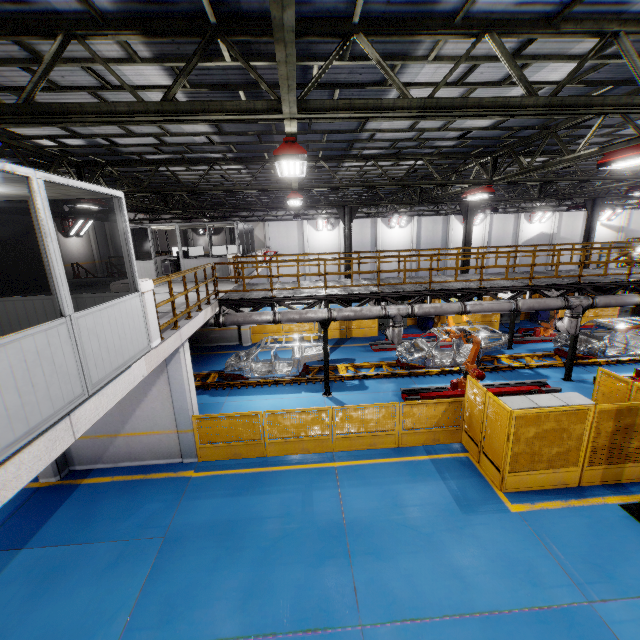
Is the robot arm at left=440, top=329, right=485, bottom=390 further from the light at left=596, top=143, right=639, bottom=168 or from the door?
the door

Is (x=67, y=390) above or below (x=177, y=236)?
below

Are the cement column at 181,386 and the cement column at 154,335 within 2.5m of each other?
yes

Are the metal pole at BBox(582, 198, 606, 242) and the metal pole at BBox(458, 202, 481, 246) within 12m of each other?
yes

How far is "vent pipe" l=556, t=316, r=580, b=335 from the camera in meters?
12.3 m

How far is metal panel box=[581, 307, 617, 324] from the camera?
21.06m

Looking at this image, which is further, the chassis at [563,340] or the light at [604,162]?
the chassis at [563,340]

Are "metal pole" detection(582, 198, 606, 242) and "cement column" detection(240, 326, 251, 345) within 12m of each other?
no
